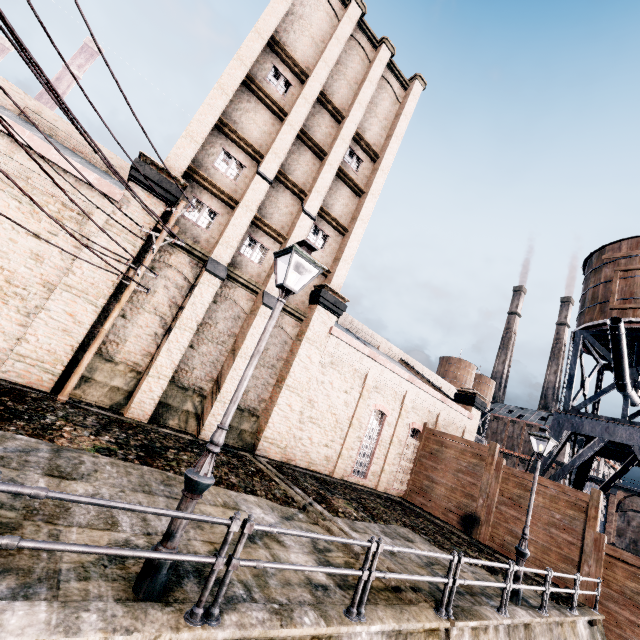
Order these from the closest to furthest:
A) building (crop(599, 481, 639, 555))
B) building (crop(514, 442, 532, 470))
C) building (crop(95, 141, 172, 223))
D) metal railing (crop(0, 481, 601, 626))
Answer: metal railing (crop(0, 481, 601, 626)) → building (crop(95, 141, 172, 223)) → building (crop(599, 481, 639, 555)) → building (crop(514, 442, 532, 470))

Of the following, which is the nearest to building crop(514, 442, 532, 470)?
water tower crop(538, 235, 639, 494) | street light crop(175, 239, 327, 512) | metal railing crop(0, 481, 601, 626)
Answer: water tower crop(538, 235, 639, 494)

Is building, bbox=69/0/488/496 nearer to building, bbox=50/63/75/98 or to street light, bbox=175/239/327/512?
street light, bbox=175/239/327/512

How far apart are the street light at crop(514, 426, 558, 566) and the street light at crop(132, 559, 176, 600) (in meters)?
11.35

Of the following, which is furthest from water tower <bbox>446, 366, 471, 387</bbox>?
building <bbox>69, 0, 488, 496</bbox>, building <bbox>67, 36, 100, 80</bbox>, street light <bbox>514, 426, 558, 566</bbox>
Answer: building <bbox>67, 36, 100, 80</bbox>

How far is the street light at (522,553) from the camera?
10.9 meters

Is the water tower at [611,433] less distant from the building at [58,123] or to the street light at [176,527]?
the building at [58,123]

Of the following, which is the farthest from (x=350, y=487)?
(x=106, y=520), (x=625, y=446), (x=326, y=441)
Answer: (x=625, y=446)
